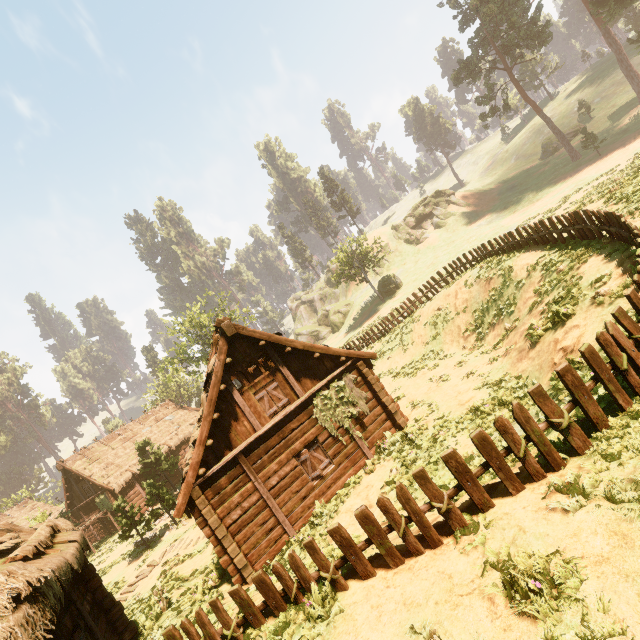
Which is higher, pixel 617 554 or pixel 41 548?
pixel 41 548

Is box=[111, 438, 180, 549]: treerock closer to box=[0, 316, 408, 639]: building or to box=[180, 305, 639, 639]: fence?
box=[0, 316, 408, 639]: building

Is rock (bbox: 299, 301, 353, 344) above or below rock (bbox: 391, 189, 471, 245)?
below

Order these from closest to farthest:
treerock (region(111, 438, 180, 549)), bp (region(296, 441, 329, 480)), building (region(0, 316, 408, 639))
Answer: building (region(0, 316, 408, 639)) → bp (region(296, 441, 329, 480)) → treerock (region(111, 438, 180, 549))

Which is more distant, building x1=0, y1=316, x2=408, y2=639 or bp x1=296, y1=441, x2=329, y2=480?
bp x1=296, y1=441, x2=329, y2=480

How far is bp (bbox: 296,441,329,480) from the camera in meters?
12.1 m

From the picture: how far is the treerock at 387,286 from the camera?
42.6m

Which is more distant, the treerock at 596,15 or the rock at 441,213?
the rock at 441,213
